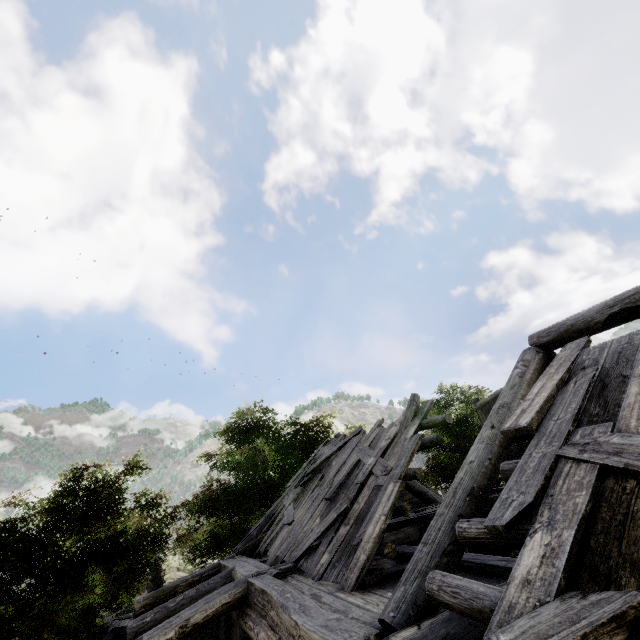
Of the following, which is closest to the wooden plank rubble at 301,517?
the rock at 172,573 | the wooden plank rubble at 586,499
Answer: the wooden plank rubble at 586,499

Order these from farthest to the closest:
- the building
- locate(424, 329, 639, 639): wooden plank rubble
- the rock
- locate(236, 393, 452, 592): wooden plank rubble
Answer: the rock → locate(236, 393, 452, 592): wooden plank rubble → the building → locate(424, 329, 639, 639): wooden plank rubble

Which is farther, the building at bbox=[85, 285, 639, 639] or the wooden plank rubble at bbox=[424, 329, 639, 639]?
the building at bbox=[85, 285, 639, 639]

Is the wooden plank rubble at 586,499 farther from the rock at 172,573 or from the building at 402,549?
the rock at 172,573

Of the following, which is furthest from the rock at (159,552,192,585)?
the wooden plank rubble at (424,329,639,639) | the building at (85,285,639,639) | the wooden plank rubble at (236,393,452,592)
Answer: the wooden plank rubble at (424,329,639,639)

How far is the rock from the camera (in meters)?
34.62

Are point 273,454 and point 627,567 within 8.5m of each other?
no
